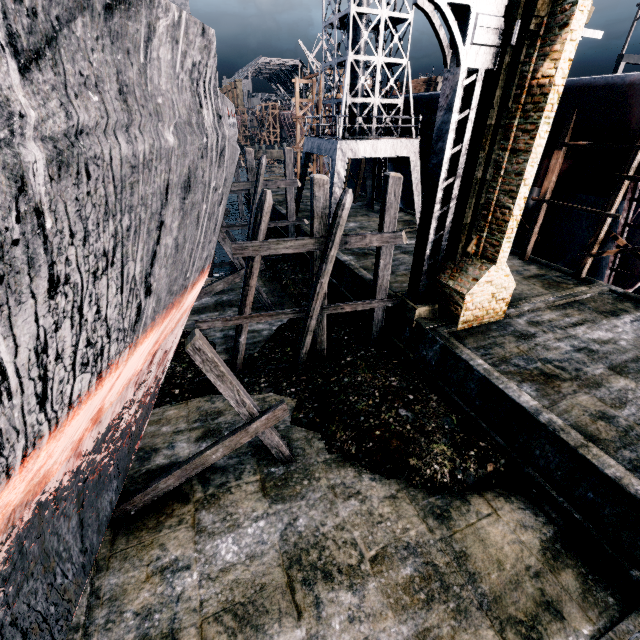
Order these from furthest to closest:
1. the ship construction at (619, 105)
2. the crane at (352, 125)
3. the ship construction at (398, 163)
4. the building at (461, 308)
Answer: the ship construction at (398, 163)
the crane at (352, 125)
the ship construction at (619, 105)
the building at (461, 308)

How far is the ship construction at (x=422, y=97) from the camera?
21.0 meters

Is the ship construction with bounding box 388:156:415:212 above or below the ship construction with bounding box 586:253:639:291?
above

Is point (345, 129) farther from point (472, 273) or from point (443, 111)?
point (472, 273)

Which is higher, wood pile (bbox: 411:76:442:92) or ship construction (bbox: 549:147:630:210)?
wood pile (bbox: 411:76:442:92)

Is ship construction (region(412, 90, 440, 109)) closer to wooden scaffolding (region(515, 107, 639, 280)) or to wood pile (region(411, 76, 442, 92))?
wooden scaffolding (region(515, 107, 639, 280))

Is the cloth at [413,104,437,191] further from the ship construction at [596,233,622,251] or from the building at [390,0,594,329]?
the building at [390,0,594,329]

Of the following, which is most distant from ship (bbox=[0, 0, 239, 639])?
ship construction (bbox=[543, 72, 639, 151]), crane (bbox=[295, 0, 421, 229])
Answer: ship construction (bbox=[543, 72, 639, 151])
